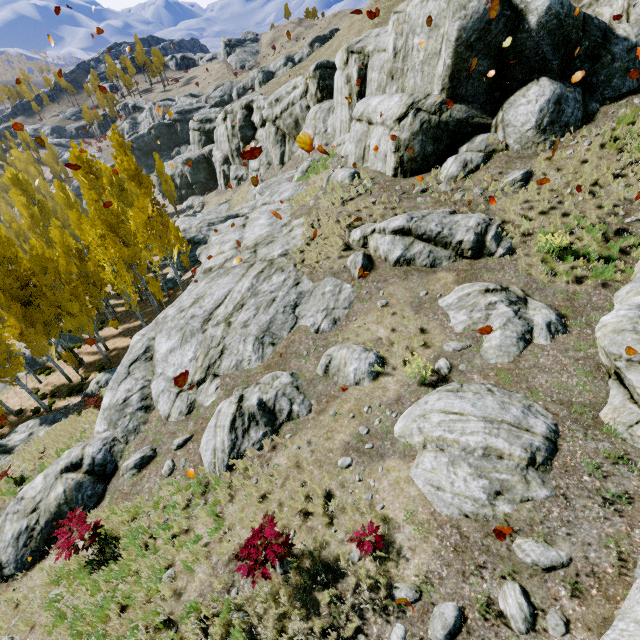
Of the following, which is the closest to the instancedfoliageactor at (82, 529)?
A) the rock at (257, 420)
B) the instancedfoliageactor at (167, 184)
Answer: the rock at (257, 420)

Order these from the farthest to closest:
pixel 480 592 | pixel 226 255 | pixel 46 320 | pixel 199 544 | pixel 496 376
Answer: pixel 46 320 < pixel 226 255 < pixel 496 376 < pixel 199 544 < pixel 480 592

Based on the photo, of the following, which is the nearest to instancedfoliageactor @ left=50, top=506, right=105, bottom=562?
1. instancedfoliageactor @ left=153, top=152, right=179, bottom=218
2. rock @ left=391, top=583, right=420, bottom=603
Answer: rock @ left=391, top=583, right=420, bottom=603

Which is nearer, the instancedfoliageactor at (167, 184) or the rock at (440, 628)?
the rock at (440, 628)

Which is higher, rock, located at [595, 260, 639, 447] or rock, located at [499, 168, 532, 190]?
rock, located at [499, 168, 532, 190]

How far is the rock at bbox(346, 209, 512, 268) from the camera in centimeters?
1088cm

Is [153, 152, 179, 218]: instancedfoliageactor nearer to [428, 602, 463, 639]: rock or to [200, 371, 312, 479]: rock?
[428, 602, 463, 639]: rock

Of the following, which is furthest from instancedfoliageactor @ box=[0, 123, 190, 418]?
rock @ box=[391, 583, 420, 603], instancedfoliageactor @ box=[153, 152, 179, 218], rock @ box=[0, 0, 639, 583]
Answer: instancedfoliageactor @ box=[153, 152, 179, 218]
